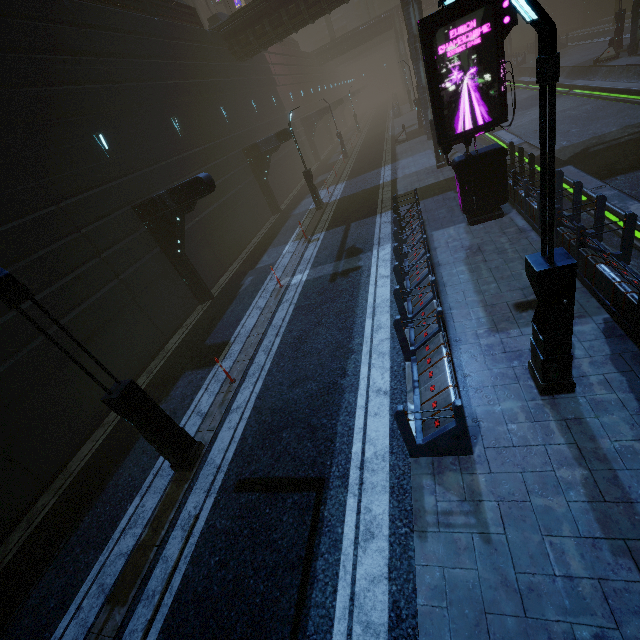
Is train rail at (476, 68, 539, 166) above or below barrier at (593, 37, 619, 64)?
below

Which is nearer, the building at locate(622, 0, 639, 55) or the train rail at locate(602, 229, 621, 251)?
the train rail at locate(602, 229, 621, 251)

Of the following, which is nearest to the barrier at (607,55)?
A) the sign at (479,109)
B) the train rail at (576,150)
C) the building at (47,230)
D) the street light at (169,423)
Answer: the train rail at (576,150)

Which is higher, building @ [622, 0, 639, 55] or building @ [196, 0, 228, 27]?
building @ [196, 0, 228, 27]

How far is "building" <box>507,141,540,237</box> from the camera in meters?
9.3 m

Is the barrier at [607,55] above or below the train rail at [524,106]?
above

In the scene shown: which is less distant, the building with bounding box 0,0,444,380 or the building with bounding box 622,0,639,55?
the building with bounding box 0,0,444,380

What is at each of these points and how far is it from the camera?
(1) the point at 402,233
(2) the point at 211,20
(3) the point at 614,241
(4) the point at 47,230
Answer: (1) building, 12.6 meters
(2) building, 26.1 meters
(3) train rail, 9.4 meters
(4) building, 9.8 meters
